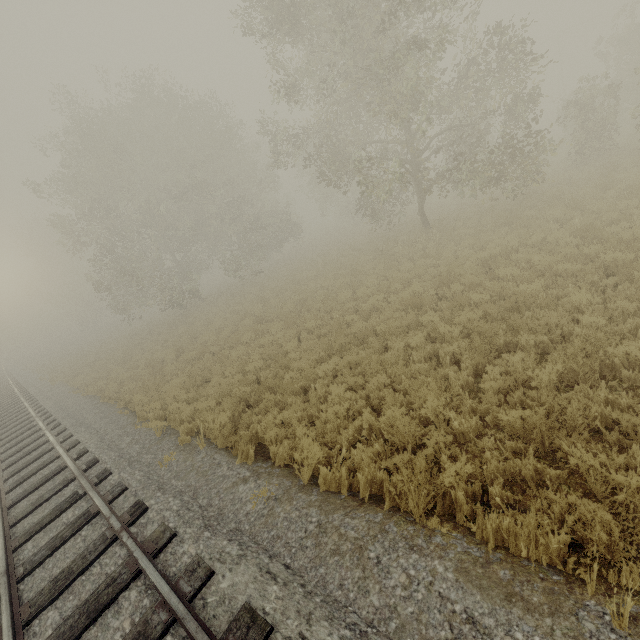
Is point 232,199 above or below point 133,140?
below
